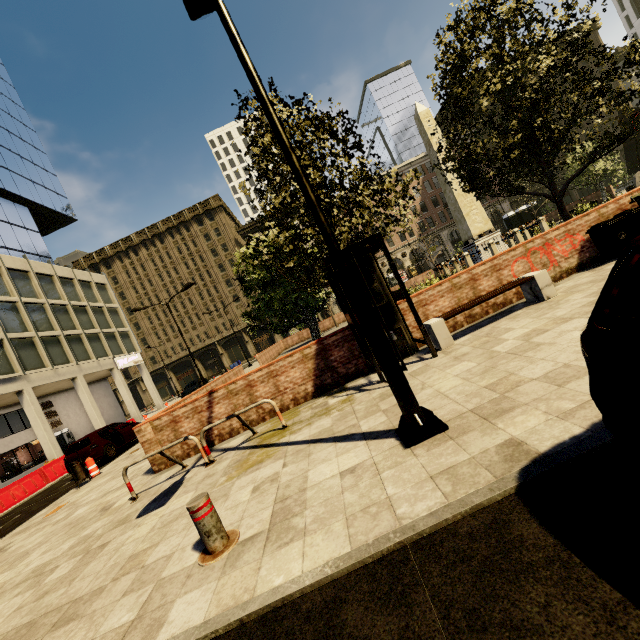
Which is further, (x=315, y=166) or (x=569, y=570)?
(x=315, y=166)

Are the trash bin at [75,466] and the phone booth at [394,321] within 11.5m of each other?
yes

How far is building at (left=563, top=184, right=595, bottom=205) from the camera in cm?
5753

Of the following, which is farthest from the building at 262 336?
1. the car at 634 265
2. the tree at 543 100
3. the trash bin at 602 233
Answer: the trash bin at 602 233

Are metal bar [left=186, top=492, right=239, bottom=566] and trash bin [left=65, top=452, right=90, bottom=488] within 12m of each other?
yes

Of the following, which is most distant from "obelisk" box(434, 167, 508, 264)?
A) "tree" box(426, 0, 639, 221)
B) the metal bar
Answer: the metal bar

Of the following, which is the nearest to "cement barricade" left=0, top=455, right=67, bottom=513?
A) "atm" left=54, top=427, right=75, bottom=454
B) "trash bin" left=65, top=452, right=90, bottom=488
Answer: "trash bin" left=65, top=452, right=90, bottom=488

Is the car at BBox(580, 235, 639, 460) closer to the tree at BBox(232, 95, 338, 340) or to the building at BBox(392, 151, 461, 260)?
the tree at BBox(232, 95, 338, 340)
